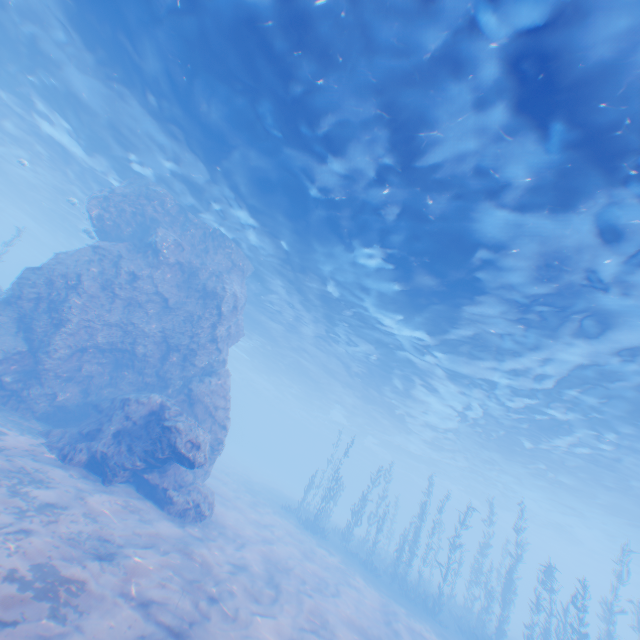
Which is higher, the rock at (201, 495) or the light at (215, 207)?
the light at (215, 207)

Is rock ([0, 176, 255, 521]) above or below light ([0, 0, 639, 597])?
below

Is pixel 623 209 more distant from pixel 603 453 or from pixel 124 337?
pixel 124 337

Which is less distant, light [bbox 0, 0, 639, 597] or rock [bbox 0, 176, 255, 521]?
light [bbox 0, 0, 639, 597]

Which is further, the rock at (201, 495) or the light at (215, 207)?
the rock at (201, 495)
